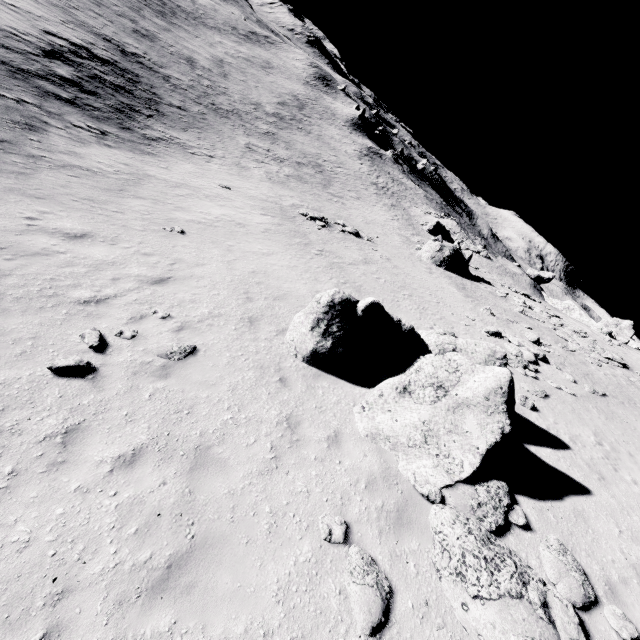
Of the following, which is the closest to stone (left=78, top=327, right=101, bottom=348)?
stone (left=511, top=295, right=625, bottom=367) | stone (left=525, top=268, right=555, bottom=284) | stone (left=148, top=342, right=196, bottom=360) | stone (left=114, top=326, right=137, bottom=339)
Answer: stone (left=114, top=326, right=137, bottom=339)

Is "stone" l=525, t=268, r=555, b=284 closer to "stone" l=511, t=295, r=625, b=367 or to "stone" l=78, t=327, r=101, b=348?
"stone" l=511, t=295, r=625, b=367

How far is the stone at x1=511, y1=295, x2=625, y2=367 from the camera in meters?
19.5 m

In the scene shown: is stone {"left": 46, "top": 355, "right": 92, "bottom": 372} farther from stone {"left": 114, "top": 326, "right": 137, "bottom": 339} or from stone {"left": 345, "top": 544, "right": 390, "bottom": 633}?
stone {"left": 345, "top": 544, "right": 390, "bottom": 633}

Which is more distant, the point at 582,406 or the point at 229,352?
the point at 582,406

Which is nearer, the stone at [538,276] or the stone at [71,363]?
the stone at [71,363]

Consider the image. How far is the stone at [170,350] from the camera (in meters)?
7.94

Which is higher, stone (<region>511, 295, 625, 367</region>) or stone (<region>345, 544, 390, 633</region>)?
stone (<region>511, 295, 625, 367</region>)
